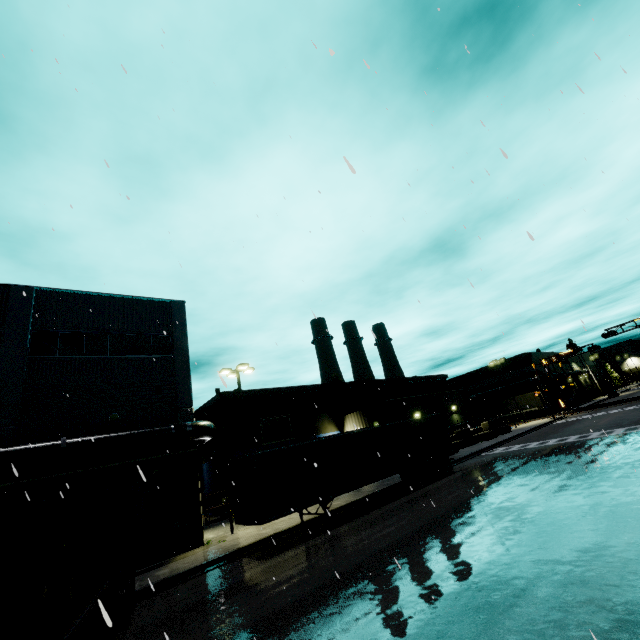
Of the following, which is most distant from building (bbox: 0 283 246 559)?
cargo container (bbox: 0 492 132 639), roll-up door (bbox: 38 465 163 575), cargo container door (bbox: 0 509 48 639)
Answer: cargo container door (bbox: 0 509 48 639)

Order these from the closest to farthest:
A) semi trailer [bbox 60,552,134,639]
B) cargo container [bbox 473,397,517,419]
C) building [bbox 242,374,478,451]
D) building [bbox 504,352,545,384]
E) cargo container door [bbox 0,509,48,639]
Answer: cargo container door [bbox 0,509,48,639] < semi trailer [bbox 60,552,134,639] < building [bbox 242,374,478,451] < cargo container [bbox 473,397,517,419] < building [bbox 504,352,545,384]

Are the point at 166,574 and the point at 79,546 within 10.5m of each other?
yes

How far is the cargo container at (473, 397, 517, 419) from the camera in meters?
54.4 m

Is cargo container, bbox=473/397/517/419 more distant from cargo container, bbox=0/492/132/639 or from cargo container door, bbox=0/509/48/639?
cargo container door, bbox=0/509/48/639

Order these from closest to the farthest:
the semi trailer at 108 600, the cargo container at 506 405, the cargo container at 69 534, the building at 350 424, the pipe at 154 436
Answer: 1. the cargo container at 69 534
2. the semi trailer at 108 600
3. the pipe at 154 436
4. the building at 350 424
5. the cargo container at 506 405

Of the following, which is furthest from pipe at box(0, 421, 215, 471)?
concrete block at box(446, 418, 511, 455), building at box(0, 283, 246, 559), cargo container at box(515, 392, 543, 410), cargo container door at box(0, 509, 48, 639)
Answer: cargo container at box(515, 392, 543, 410)

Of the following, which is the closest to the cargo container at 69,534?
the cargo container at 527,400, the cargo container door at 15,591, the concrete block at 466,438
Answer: the cargo container door at 15,591
